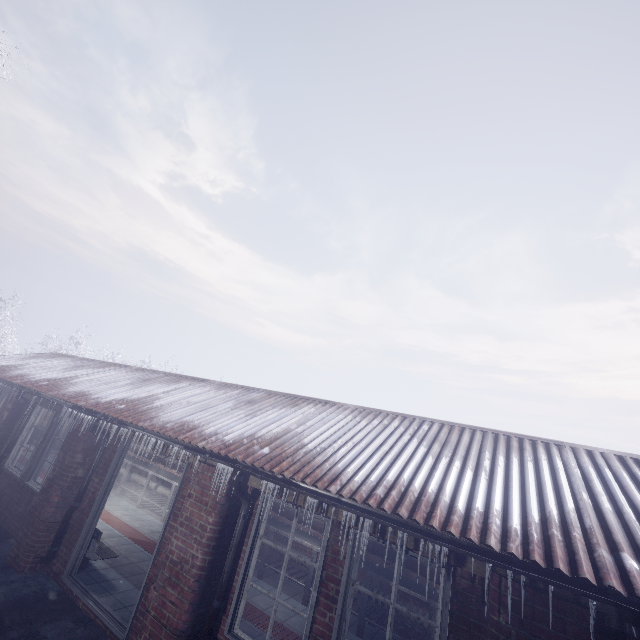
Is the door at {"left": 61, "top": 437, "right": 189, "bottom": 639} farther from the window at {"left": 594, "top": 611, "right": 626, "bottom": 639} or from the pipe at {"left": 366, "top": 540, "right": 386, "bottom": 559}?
the pipe at {"left": 366, "top": 540, "right": 386, "bottom": 559}

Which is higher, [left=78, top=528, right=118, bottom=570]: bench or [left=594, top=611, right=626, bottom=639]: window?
[left=594, top=611, right=626, bottom=639]: window

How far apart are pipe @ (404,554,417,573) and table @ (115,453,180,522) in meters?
0.1

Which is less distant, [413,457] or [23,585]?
[413,457]

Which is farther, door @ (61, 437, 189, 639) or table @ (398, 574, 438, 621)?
table @ (398, 574, 438, 621)

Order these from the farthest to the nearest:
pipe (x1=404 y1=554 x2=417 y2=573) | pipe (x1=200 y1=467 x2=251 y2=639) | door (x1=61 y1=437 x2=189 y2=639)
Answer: pipe (x1=404 y1=554 x2=417 y2=573) < door (x1=61 y1=437 x2=189 y2=639) < pipe (x1=200 y1=467 x2=251 y2=639)

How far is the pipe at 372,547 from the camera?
5.5 meters

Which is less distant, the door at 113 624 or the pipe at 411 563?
the door at 113 624
